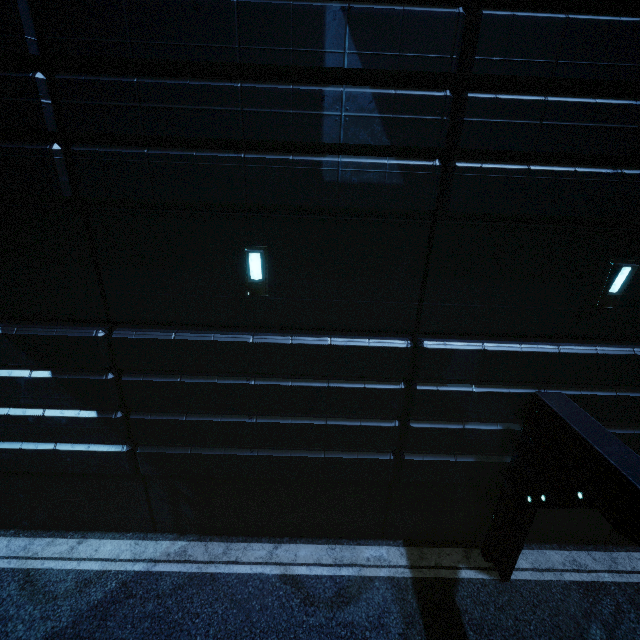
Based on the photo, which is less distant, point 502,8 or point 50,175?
point 502,8
